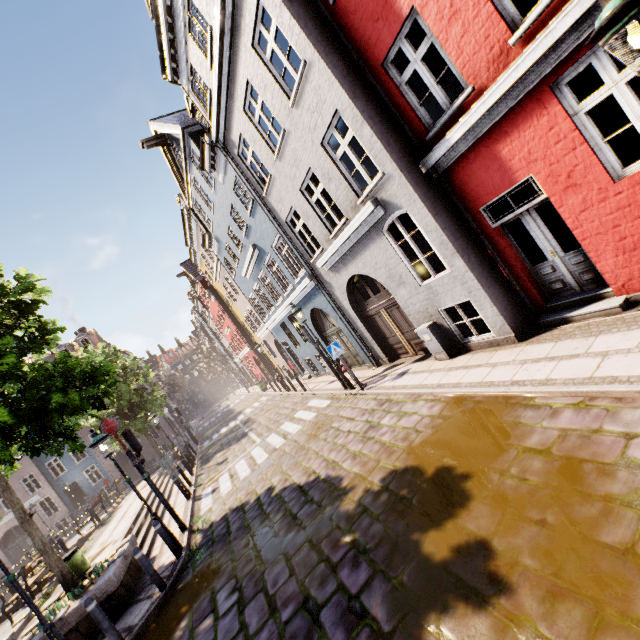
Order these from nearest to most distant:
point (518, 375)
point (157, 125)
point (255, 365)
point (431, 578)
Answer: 1. point (431, 578)
2. point (518, 375)
3. point (157, 125)
4. point (255, 365)

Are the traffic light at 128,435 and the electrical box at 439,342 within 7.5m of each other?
no

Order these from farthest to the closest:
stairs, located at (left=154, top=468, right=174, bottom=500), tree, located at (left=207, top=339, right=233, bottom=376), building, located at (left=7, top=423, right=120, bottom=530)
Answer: tree, located at (left=207, top=339, right=233, bottom=376) → building, located at (left=7, top=423, right=120, bottom=530) → stairs, located at (left=154, top=468, right=174, bottom=500)

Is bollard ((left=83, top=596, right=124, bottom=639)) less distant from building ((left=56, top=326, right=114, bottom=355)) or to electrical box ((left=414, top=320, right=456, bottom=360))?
electrical box ((left=414, top=320, right=456, bottom=360))

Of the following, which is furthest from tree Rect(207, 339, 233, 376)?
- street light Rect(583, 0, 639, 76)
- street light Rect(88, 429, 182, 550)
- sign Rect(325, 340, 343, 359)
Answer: street light Rect(583, 0, 639, 76)

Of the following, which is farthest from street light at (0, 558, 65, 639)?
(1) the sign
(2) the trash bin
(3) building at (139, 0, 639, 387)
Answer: (3) building at (139, 0, 639, 387)

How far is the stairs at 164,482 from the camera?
15.80m

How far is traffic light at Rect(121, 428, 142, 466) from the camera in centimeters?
962cm
